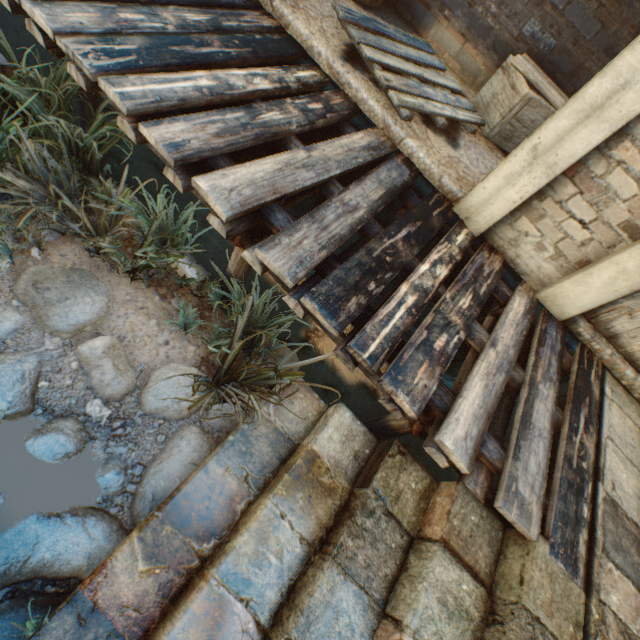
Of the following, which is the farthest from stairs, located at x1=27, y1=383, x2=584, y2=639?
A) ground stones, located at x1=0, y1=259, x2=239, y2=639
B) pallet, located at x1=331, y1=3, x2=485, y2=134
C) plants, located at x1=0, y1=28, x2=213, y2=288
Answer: pallet, located at x1=331, y1=3, x2=485, y2=134

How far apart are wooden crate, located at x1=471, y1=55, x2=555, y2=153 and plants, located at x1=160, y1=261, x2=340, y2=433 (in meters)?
3.36

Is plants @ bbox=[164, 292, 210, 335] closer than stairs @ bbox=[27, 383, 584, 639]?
No

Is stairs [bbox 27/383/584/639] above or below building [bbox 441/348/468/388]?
above

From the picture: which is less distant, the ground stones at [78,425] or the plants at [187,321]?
the ground stones at [78,425]

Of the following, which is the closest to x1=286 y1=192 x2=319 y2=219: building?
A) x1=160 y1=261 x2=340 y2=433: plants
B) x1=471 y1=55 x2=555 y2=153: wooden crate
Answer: x1=471 y1=55 x2=555 y2=153: wooden crate

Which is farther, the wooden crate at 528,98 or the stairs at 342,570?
the wooden crate at 528,98

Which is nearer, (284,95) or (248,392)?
(248,392)
